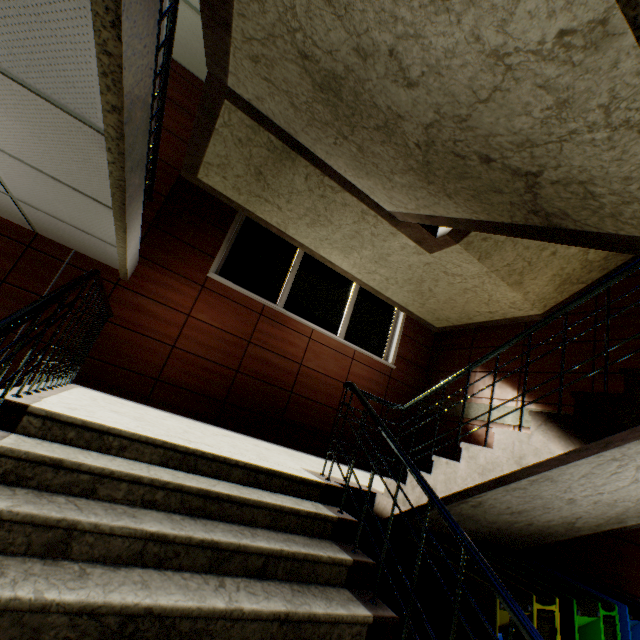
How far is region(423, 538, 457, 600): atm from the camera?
2.2m

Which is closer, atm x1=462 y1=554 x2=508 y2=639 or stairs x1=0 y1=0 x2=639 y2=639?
stairs x1=0 y1=0 x2=639 y2=639

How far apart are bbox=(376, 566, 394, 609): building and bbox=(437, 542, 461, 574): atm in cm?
83

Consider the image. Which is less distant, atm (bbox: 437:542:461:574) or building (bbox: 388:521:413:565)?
atm (bbox: 437:542:461:574)

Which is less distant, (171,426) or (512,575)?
(512,575)

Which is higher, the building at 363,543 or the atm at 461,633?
the atm at 461,633

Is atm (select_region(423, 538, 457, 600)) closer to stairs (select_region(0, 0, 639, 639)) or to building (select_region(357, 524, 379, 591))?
stairs (select_region(0, 0, 639, 639))

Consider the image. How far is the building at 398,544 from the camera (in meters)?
3.55
